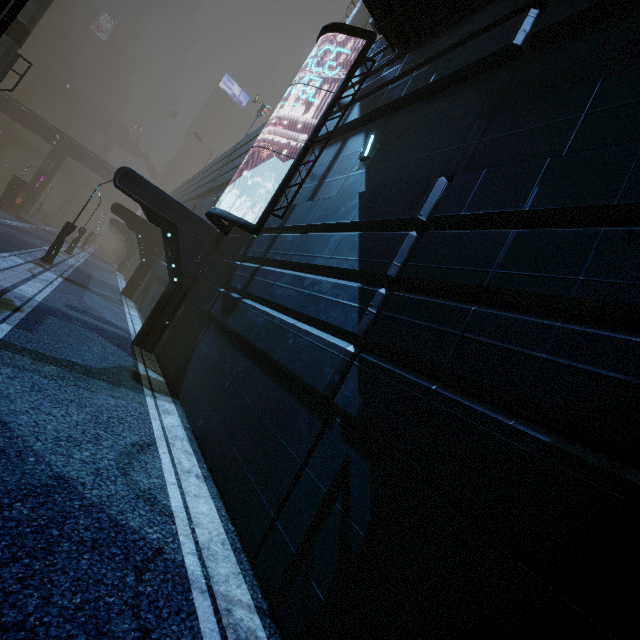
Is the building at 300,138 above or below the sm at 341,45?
below

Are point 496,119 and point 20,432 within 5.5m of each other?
no

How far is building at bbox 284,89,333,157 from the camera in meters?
10.3

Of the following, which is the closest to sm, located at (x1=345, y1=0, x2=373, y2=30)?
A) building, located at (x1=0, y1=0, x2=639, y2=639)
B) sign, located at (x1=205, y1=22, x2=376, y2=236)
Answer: building, located at (x1=0, y1=0, x2=639, y2=639)

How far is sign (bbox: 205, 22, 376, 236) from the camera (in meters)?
8.30

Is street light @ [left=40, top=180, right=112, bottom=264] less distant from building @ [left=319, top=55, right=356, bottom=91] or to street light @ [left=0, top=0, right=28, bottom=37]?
building @ [left=319, top=55, right=356, bottom=91]

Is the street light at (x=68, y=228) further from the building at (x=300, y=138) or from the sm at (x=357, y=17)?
the sm at (x=357, y=17)
